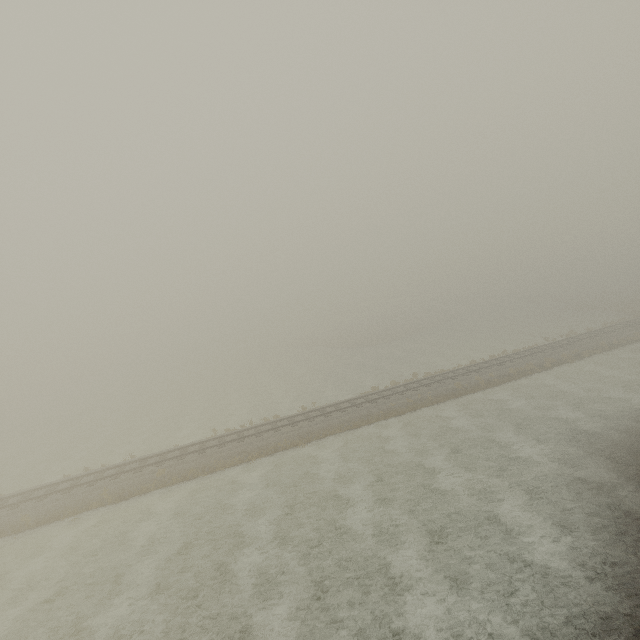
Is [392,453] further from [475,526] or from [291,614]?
[291,614]
